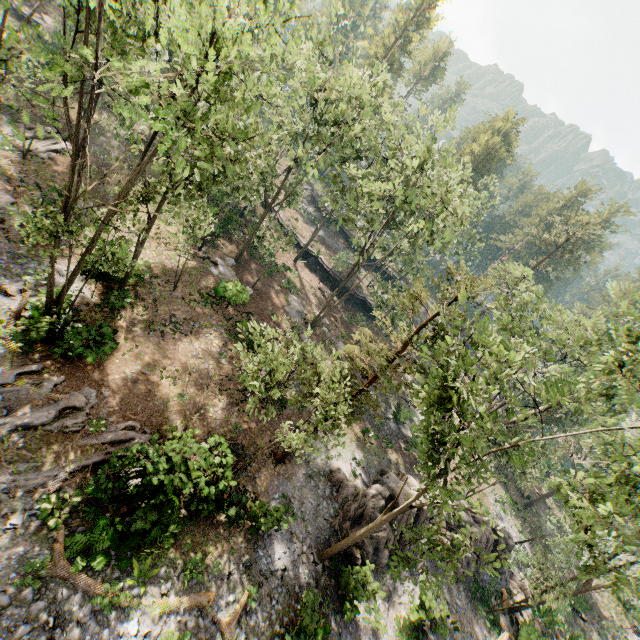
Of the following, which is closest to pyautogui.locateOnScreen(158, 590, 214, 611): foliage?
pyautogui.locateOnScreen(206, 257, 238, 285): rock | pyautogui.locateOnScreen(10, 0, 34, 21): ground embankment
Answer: pyautogui.locateOnScreen(10, 0, 34, 21): ground embankment

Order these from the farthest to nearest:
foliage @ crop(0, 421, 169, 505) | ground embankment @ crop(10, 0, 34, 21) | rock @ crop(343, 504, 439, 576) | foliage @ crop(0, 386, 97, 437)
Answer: ground embankment @ crop(10, 0, 34, 21) < rock @ crop(343, 504, 439, 576) < foliage @ crop(0, 386, 97, 437) < foliage @ crop(0, 421, 169, 505)

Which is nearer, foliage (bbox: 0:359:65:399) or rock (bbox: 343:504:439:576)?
foliage (bbox: 0:359:65:399)

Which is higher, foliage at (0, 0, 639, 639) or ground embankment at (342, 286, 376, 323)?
foliage at (0, 0, 639, 639)

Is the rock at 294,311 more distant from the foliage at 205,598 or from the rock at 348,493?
the rock at 348,493

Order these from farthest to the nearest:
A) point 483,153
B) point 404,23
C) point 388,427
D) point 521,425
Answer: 1. point 483,153
2. point 404,23
3. point 521,425
4. point 388,427

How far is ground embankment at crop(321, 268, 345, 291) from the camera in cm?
4269

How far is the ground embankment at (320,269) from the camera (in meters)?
42.56
